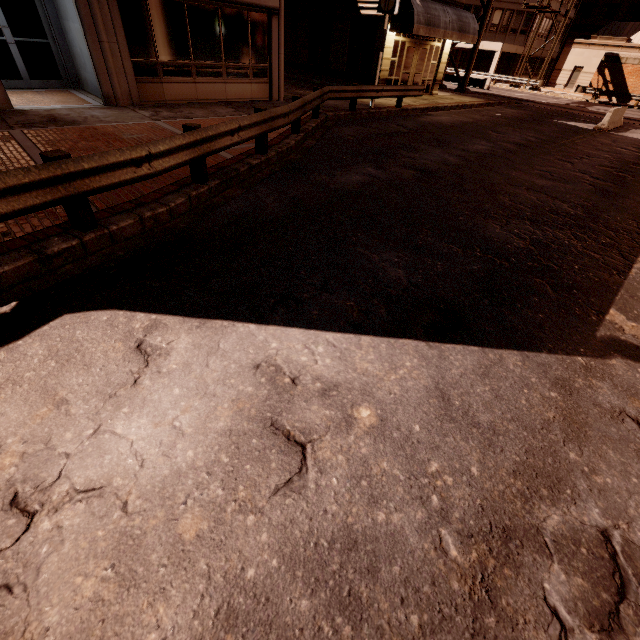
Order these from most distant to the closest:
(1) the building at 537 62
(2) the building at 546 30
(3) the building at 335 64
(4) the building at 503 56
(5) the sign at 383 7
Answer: (1) the building at 537 62 < (2) the building at 546 30 < (4) the building at 503 56 < (5) the sign at 383 7 < (3) the building at 335 64

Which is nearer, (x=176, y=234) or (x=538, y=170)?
(x=176, y=234)

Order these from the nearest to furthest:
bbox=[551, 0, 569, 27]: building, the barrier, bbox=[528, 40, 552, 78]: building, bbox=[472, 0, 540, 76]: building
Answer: the barrier, bbox=[472, 0, 540, 76]: building, bbox=[551, 0, 569, 27]: building, bbox=[528, 40, 552, 78]: building

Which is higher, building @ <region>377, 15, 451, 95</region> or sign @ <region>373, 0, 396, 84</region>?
sign @ <region>373, 0, 396, 84</region>

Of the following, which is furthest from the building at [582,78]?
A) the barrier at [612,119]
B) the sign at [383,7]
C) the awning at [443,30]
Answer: the sign at [383,7]

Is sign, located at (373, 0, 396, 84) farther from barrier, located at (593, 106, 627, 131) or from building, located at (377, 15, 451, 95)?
barrier, located at (593, 106, 627, 131)

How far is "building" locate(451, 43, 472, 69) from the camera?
40.5m

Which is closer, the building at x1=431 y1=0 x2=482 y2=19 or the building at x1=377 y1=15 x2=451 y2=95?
the building at x1=377 y1=15 x2=451 y2=95
